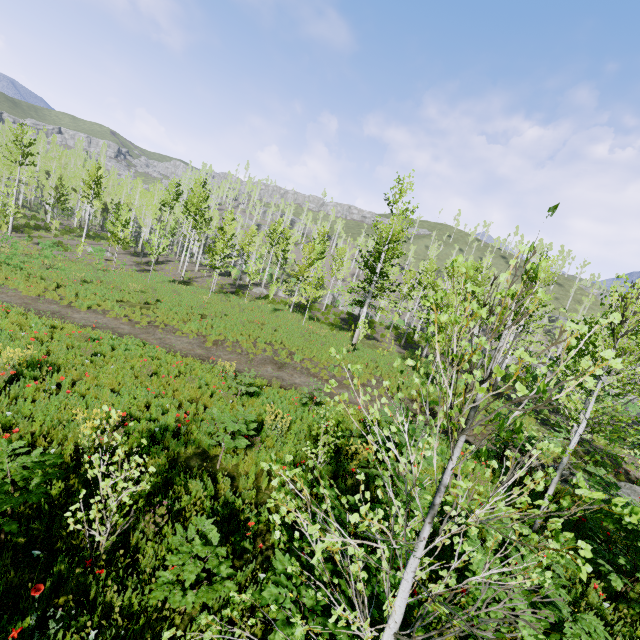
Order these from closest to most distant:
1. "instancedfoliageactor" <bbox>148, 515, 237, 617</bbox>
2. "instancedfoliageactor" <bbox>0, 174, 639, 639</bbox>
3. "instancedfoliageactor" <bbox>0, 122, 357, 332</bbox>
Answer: "instancedfoliageactor" <bbox>0, 174, 639, 639</bbox> → "instancedfoliageactor" <bbox>148, 515, 237, 617</bbox> → "instancedfoliageactor" <bbox>0, 122, 357, 332</bbox>

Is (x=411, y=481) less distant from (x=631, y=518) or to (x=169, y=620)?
(x=631, y=518)

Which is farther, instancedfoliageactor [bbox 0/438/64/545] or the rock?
the rock

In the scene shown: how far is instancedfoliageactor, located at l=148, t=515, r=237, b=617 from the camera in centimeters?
334cm

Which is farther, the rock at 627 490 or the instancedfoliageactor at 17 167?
the instancedfoliageactor at 17 167

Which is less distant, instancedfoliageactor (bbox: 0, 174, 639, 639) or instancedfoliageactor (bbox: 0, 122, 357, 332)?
instancedfoliageactor (bbox: 0, 174, 639, 639)

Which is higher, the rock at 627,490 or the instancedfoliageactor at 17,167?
the instancedfoliageactor at 17,167
